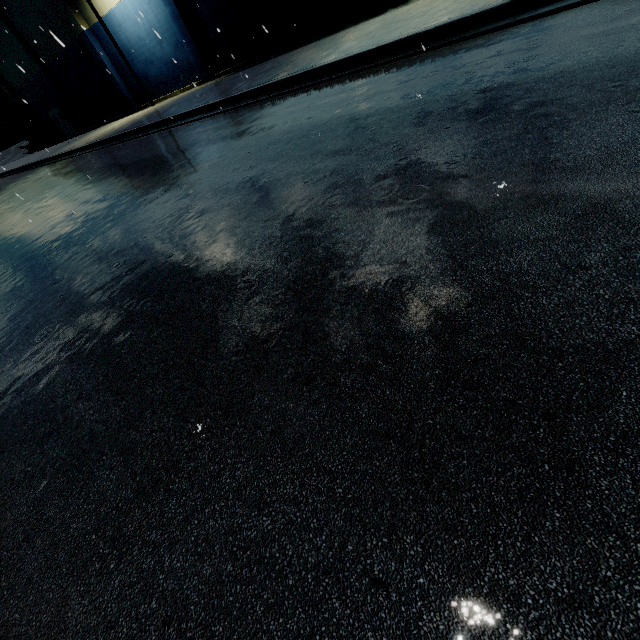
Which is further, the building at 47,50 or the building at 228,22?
the building at 47,50

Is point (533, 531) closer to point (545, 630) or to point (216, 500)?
point (545, 630)

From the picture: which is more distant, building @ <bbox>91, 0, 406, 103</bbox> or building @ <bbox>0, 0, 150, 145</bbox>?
building @ <bbox>0, 0, 150, 145</bbox>
